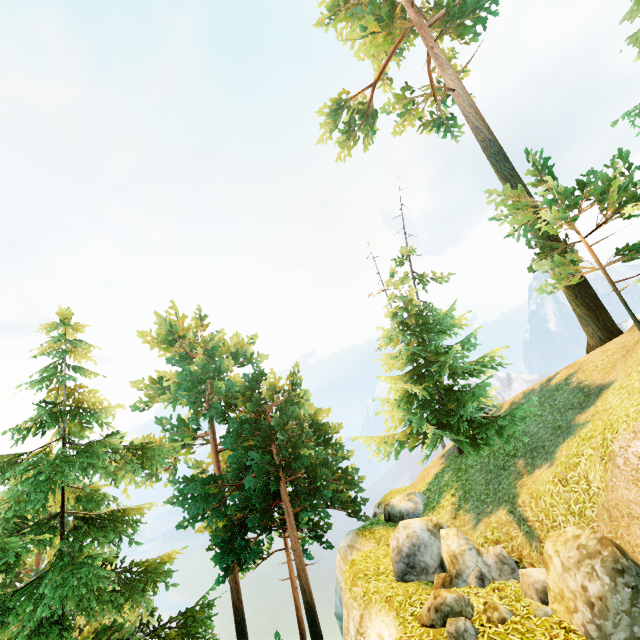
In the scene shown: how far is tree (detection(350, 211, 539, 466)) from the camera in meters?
12.7 m

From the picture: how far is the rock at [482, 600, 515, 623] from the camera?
6.49m

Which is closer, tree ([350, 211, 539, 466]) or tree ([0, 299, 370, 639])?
tree ([0, 299, 370, 639])

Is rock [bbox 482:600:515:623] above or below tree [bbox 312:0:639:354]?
below

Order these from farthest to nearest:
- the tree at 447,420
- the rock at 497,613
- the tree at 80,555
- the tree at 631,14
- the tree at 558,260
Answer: the tree at 631,14 < the tree at 447,420 < the tree at 558,260 < the tree at 80,555 < the rock at 497,613

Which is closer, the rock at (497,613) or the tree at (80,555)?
the rock at (497,613)

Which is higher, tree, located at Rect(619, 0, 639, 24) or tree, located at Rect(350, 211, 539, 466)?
tree, located at Rect(619, 0, 639, 24)

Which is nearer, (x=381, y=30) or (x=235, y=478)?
(x=381, y=30)
